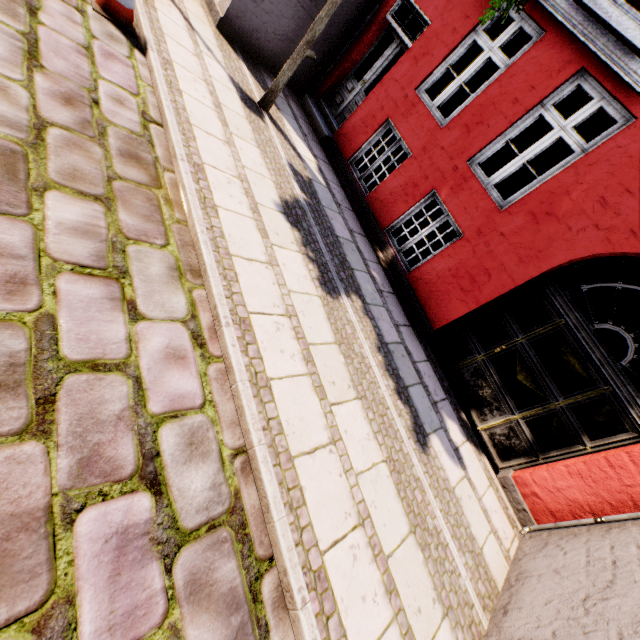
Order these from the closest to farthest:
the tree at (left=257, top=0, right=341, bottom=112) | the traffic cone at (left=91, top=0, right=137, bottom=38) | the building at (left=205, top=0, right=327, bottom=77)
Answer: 1. the traffic cone at (left=91, top=0, right=137, bottom=38)
2. the tree at (left=257, top=0, right=341, bottom=112)
3. the building at (left=205, top=0, right=327, bottom=77)

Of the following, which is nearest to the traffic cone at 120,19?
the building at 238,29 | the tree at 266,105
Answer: the tree at 266,105

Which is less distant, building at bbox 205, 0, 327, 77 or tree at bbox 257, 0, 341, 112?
tree at bbox 257, 0, 341, 112

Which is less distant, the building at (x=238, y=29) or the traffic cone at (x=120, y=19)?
the traffic cone at (x=120, y=19)

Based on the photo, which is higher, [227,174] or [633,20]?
[633,20]

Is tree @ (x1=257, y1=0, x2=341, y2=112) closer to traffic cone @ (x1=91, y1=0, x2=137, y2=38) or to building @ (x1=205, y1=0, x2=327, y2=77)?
building @ (x1=205, y1=0, x2=327, y2=77)

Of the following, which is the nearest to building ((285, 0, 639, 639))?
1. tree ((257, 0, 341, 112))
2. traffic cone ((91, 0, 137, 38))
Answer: tree ((257, 0, 341, 112))
